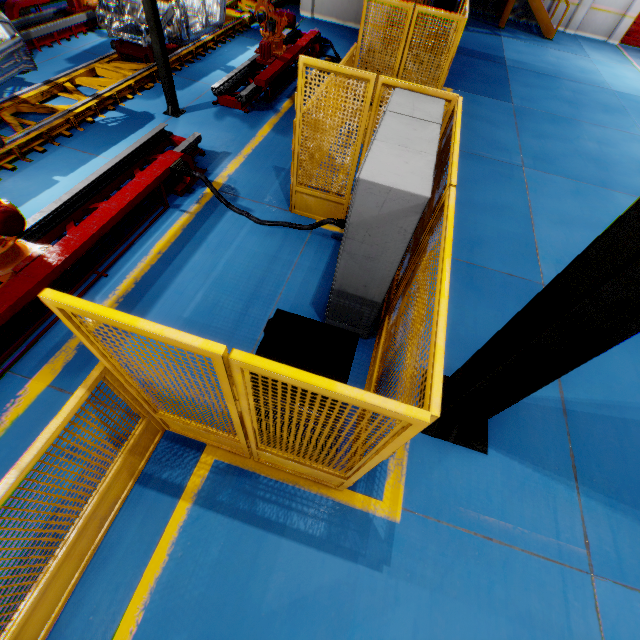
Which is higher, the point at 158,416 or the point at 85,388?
→ the point at 85,388

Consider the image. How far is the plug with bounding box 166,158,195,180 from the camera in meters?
5.1

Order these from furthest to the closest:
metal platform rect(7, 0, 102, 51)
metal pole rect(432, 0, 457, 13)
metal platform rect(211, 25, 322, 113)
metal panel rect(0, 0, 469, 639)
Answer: metal platform rect(7, 0, 102, 51), metal platform rect(211, 25, 322, 113), metal pole rect(432, 0, 457, 13), metal panel rect(0, 0, 469, 639)

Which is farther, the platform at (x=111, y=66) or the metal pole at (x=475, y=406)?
the platform at (x=111, y=66)

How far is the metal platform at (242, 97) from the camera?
7.5 meters

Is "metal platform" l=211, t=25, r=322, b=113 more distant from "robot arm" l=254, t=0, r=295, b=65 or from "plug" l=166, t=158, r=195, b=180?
"plug" l=166, t=158, r=195, b=180

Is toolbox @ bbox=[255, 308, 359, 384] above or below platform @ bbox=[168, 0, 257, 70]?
above

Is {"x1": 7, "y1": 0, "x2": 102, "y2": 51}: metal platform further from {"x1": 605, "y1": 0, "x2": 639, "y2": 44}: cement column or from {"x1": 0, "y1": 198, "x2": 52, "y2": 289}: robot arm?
{"x1": 605, "y1": 0, "x2": 639, "y2": 44}: cement column
